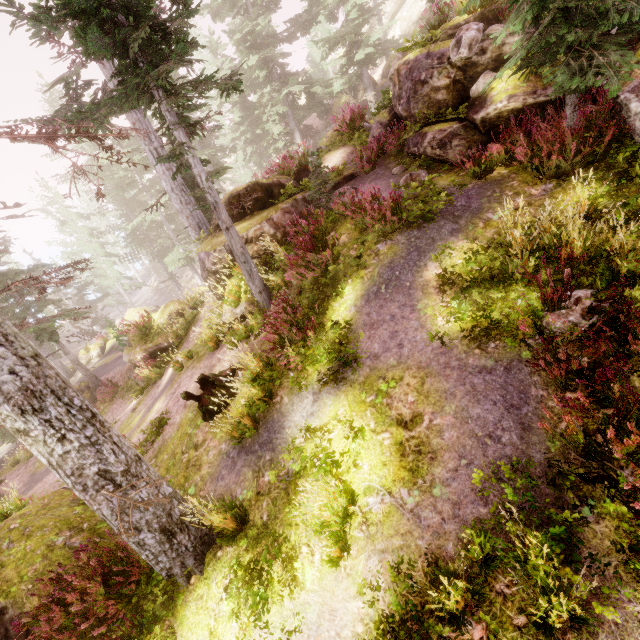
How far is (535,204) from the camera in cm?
634

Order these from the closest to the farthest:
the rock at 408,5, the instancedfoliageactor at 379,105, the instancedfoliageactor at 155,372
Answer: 1. the instancedfoliageactor at 379,105
2. the instancedfoliageactor at 155,372
3. the rock at 408,5

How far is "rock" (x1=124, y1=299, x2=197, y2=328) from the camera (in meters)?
15.76

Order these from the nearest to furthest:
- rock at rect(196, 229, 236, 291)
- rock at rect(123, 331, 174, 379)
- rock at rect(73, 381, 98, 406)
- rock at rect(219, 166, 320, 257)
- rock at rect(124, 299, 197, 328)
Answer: rock at rect(219, 166, 320, 257), rock at rect(196, 229, 236, 291), rock at rect(123, 331, 174, 379), rock at rect(124, 299, 197, 328), rock at rect(73, 381, 98, 406)

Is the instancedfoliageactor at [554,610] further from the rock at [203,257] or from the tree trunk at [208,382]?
the tree trunk at [208,382]

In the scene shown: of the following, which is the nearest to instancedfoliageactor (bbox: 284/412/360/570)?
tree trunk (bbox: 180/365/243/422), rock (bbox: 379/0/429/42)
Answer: rock (bbox: 379/0/429/42)

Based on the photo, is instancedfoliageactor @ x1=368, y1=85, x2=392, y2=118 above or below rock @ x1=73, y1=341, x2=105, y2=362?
above
